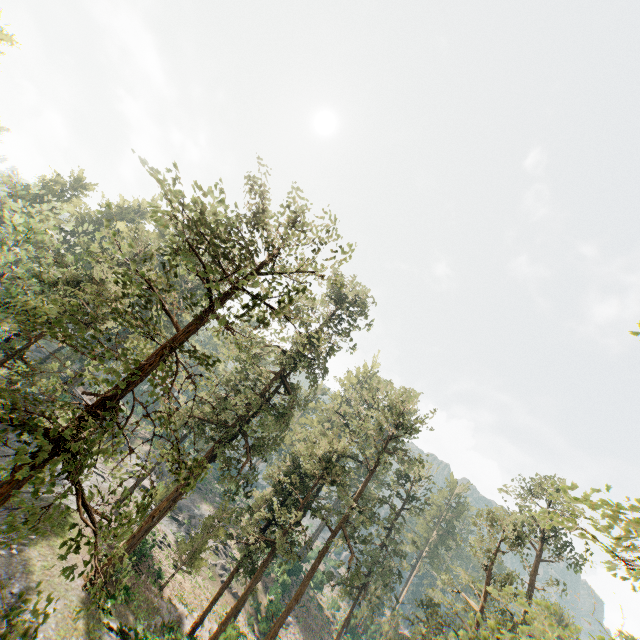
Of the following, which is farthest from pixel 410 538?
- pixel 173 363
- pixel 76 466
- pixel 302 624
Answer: pixel 76 466
